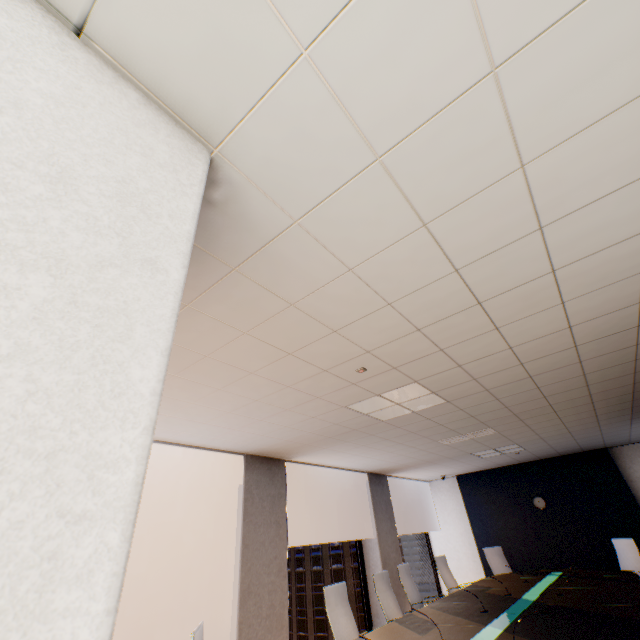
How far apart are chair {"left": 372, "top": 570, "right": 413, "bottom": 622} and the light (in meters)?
2.23

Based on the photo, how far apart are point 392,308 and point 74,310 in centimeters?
202cm

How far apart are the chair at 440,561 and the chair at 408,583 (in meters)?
0.90

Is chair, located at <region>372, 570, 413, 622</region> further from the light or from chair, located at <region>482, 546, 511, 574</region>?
chair, located at <region>482, 546, 511, 574</region>

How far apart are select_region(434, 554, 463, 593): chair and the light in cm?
→ 400

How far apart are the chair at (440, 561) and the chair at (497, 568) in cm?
110

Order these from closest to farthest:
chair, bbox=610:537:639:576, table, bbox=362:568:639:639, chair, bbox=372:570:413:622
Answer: table, bbox=362:568:639:639
chair, bbox=372:570:413:622
chair, bbox=610:537:639:576

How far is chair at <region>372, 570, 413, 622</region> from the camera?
4.40m
